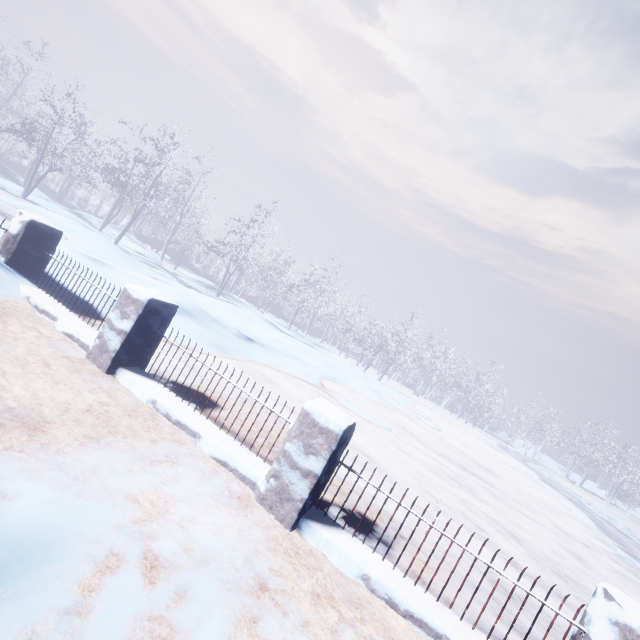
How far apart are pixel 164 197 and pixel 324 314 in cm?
3946
